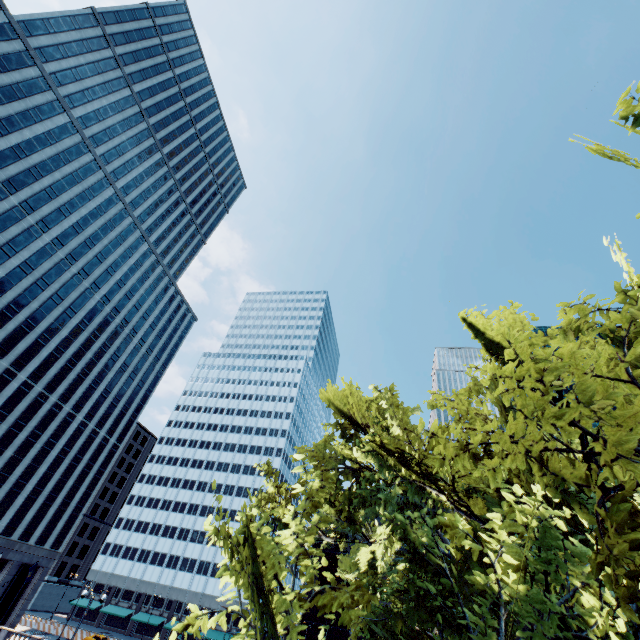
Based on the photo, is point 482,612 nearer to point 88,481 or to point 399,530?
point 399,530

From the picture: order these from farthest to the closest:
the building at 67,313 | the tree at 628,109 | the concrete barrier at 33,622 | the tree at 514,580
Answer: the concrete barrier at 33,622, the building at 67,313, the tree at 628,109, the tree at 514,580

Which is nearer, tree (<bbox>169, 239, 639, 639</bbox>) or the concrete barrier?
tree (<bbox>169, 239, 639, 639</bbox>)

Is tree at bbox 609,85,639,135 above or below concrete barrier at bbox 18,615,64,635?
above

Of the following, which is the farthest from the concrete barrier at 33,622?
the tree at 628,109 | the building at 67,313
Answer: the tree at 628,109

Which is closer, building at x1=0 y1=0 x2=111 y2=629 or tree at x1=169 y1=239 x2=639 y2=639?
tree at x1=169 y1=239 x2=639 y2=639

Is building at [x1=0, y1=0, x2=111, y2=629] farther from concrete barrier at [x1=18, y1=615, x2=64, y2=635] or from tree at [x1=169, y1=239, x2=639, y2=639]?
tree at [x1=169, y1=239, x2=639, y2=639]
